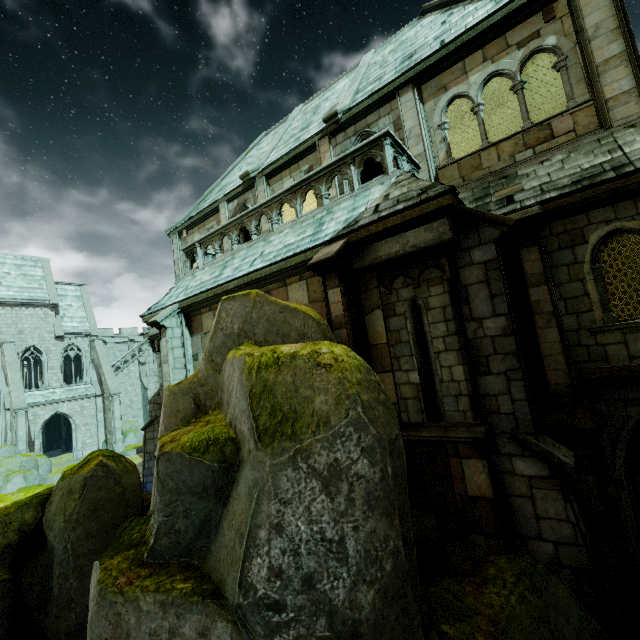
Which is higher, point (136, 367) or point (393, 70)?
point (393, 70)

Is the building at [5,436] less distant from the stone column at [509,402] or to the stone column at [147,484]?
the stone column at [147,484]

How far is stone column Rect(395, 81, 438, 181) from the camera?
9.4m

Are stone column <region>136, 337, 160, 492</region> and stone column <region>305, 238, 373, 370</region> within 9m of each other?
no

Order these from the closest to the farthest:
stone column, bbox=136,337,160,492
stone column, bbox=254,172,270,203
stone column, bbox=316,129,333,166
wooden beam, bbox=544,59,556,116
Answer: wooden beam, bbox=544,59,556,116 < stone column, bbox=316,129,333,166 < stone column, bbox=254,172,270,203 < stone column, bbox=136,337,160,492

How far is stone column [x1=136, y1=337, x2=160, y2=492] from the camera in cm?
1605

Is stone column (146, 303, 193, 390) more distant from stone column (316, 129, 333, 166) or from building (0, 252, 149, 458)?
building (0, 252, 149, 458)

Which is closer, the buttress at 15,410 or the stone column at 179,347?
the stone column at 179,347
